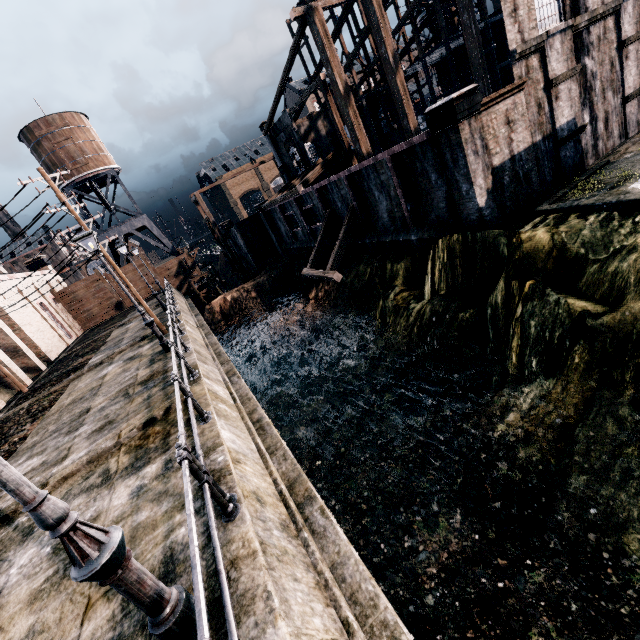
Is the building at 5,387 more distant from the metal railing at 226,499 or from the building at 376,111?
the building at 376,111

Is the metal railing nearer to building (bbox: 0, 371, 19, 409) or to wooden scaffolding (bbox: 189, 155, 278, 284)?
building (bbox: 0, 371, 19, 409)

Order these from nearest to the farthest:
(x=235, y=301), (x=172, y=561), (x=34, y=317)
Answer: (x=172, y=561)
(x=34, y=317)
(x=235, y=301)

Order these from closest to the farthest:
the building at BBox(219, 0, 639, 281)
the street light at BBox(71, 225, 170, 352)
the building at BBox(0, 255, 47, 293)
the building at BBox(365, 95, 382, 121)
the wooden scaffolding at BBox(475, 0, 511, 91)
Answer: the street light at BBox(71, 225, 170, 352) → the building at BBox(219, 0, 639, 281) → the building at BBox(0, 255, 47, 293) → the wooden scaffolding at BBox(475, 0, 511, 91) → the building at BBox(365, 95, 382, 121)

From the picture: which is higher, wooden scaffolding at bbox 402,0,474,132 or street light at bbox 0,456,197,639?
wooden scaffolding at bbox 402,0,474,132

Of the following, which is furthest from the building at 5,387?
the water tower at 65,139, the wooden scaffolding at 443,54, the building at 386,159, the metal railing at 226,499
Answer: the wooden scaffolding at 443,54

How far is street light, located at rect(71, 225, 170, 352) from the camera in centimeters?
1202cm

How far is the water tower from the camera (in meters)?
37.12
